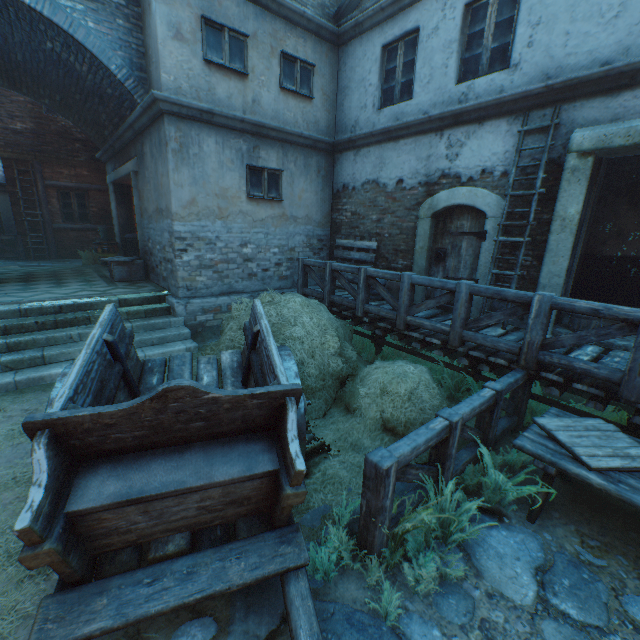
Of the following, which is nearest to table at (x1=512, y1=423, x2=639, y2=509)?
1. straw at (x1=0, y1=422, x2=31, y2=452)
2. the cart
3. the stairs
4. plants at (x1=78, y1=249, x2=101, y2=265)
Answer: straw at (x1=0, y1=422, x2=31, y2=452)

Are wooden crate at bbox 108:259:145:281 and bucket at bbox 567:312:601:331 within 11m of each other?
yes

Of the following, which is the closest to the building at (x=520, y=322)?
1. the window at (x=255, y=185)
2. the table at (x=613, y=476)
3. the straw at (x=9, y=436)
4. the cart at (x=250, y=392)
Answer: the window at (x=255, y=185)

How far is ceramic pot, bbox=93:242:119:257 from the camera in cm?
1137

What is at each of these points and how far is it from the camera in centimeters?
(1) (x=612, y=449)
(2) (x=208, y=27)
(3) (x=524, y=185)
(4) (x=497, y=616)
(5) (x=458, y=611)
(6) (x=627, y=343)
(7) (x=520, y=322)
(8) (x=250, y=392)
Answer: (1) wooden crate lid, 292cm
(2) window, 645cm
(3) building, 568cm
(4) ground stones, 231cm
(5) ground stones, 233cm
(6) building, 498cm
(7) building, 604cm
(8) cart, 229cm

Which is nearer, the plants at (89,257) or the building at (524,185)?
the building at (524,185)

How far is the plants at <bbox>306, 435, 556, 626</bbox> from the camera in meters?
2.4 m

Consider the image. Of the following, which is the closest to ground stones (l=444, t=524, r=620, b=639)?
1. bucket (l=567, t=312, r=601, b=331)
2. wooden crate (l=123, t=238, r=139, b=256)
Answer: bucket (l=567, t=312, r=601, b=331)
